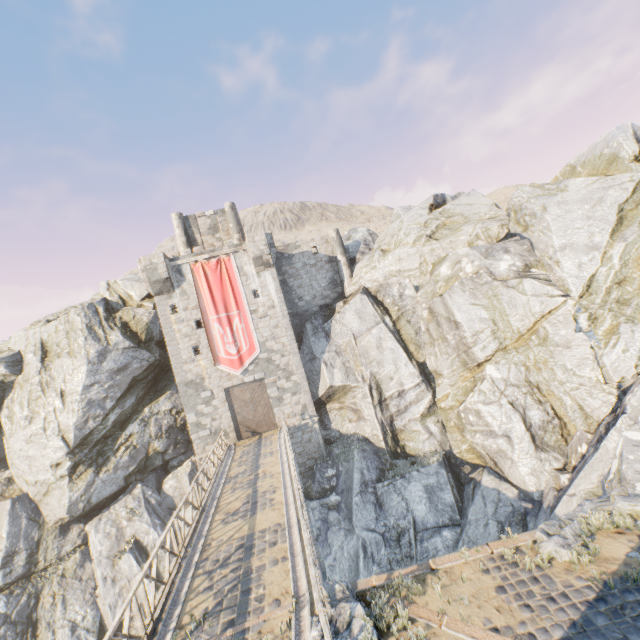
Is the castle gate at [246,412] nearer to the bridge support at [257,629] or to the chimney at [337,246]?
the chimney at [337,246]

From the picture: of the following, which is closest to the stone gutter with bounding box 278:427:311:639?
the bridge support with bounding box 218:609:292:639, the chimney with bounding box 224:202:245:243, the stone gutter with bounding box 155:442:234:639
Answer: the bridge support with bounding box 218:609:292:639

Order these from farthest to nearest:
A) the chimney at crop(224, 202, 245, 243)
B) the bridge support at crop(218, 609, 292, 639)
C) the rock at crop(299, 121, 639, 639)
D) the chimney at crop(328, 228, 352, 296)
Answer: the chimney at crop(224, 202, 245, 243) → the chimney at crop(328, 228, 352, 296) → the rock at crop(299, 121, 639, 639) → the bridge support at crop(218, 609, 292, 639)

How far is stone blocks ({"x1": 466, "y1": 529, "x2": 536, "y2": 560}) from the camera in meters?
7.5

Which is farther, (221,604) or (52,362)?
(52,362)

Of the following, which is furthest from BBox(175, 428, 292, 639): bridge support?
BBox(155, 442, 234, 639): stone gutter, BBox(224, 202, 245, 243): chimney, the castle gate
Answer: BBox(224, 202, 245, 243): chimney

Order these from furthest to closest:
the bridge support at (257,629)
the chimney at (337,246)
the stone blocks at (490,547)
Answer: the chimney at (337,246) < the stone blocks at (490,547) < the bridge support at (257,629)
